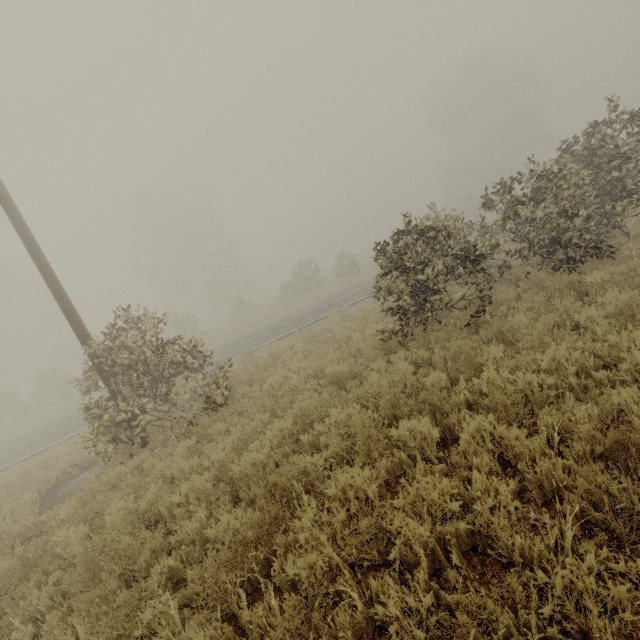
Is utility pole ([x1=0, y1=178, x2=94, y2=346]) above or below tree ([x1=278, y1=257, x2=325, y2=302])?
above

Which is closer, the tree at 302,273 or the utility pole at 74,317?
the utility pole at 74,317

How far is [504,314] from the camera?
7.8 meters

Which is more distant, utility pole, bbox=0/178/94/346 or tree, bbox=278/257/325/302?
tree, bbox=278/257/325/302

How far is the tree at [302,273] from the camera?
31.2 meters

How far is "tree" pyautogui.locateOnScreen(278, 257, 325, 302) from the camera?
31.2 meters
